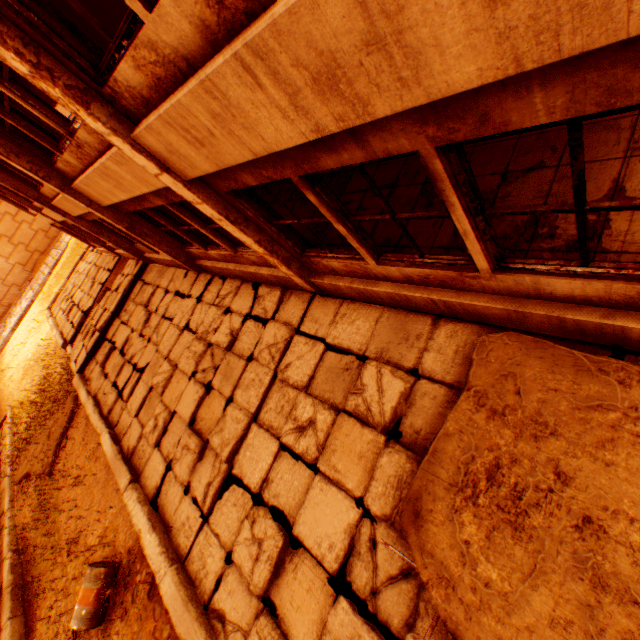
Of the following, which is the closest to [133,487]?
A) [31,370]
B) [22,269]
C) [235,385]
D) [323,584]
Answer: [235,385]

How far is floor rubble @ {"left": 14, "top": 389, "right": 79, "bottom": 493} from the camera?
11.2 meters

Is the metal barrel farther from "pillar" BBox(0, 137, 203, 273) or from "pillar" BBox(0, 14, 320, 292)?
"pillar" BBox(0, 137, 203, 273)

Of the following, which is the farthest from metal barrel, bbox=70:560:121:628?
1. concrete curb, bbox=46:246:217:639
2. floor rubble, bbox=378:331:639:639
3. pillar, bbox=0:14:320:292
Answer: pillar, bbox=0:14:320:292

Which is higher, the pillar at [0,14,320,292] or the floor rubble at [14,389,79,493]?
the pillar at [0,14,320,292]

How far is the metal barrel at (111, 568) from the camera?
5.6 meters

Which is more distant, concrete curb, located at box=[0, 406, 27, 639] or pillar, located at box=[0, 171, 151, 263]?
pillar, located at box=[0, 171, 151, 263]

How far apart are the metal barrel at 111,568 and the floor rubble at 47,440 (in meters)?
6.54
